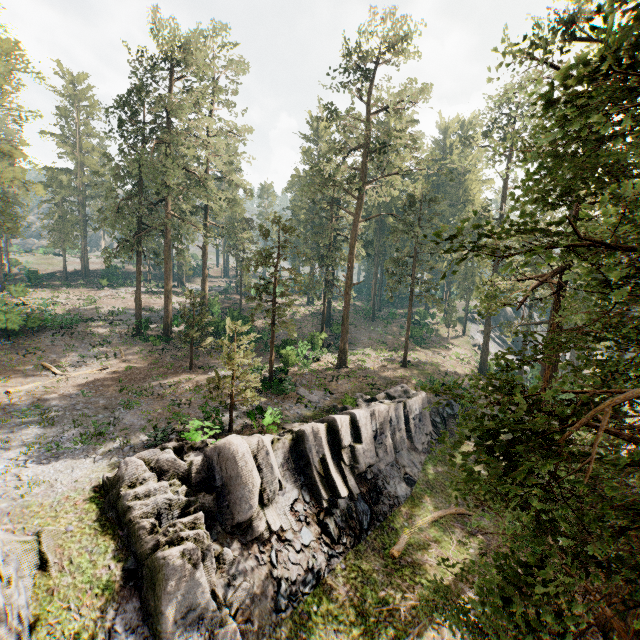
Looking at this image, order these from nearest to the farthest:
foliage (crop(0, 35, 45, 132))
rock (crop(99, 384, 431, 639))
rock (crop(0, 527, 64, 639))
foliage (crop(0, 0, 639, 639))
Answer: foliage (crop(0, 0, 639, 639))
rock (crop(0, 527, 64, 639))
rock (crop(99, 384, 431, 639))
foliage (crop(0, 35, 45, 132))

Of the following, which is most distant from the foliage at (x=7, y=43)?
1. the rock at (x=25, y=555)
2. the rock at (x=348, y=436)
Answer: the rock at (x=348, y=436)

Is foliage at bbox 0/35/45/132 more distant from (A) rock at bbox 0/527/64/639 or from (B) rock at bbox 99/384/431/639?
(B) rock at bbox 99/384/431/639

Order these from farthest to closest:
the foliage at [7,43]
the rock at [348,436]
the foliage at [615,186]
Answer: the foliage at [7,43] < the rock at [348,436] < the foliage at [615,186]

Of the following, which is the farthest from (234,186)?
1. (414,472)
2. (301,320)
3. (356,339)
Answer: (414,472)

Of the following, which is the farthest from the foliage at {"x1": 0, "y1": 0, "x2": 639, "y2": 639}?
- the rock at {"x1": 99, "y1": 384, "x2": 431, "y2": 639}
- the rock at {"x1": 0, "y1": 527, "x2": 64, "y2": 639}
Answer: the rock at {"x1": 99, "y1": 384, "x2": 431, "y2": 639}
